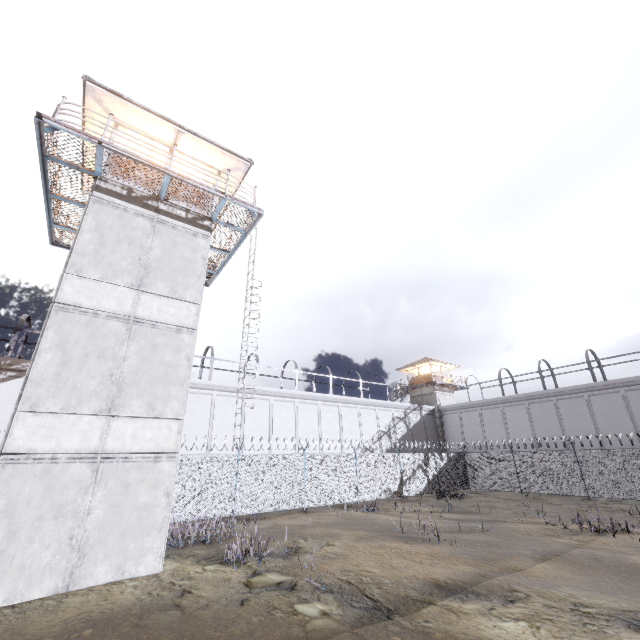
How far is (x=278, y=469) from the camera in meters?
17.4 m

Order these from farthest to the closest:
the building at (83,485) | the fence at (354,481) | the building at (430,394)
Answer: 1. the building at (430,394)
2. the fence at (354,481)
3. the building at (83,485)

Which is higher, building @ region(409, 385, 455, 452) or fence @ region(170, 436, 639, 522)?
building @ region(409, 385, 455, 452)

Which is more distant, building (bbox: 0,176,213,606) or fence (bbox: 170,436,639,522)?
fence (bbox: 170,436,639,522)

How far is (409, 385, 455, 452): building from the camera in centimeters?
3862cm

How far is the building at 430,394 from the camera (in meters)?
38.62

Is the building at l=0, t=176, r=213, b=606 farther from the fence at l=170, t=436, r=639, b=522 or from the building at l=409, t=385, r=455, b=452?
the building at l=409, t=385, r=455, b=452

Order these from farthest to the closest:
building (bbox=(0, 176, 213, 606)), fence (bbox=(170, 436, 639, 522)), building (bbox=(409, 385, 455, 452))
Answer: building (bbox=(409, 385, 455, 452)) → fence (bbox=(170, 436, 639, 522)) → building (bbox=(0, 176, 213, 606))
